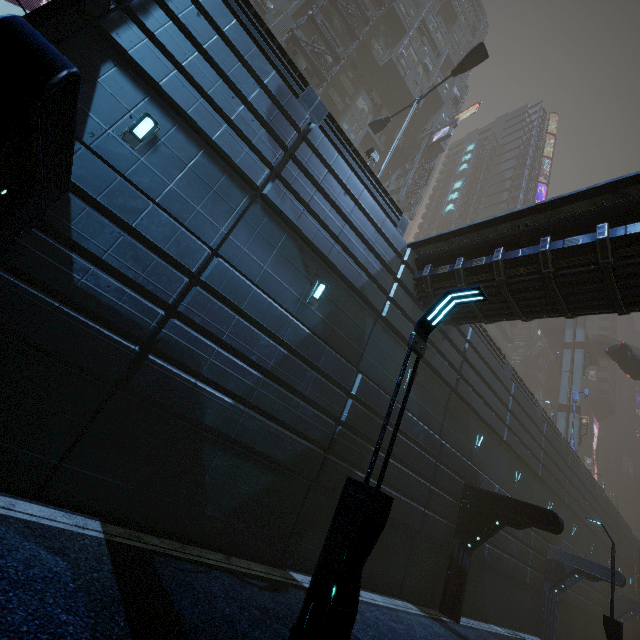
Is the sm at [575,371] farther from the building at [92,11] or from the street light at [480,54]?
the street light at [480,54]

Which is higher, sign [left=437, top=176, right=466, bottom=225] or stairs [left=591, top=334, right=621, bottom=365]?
sign [left=437, top=176, right=466, bottom=225]

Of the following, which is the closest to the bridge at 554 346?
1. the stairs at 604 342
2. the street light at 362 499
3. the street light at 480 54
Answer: the stairs at 604 342

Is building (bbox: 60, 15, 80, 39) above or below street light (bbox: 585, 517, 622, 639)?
above

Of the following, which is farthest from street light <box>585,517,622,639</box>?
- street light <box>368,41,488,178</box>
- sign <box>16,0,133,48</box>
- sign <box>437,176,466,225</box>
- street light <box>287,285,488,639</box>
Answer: sign <box>437,176,466,225</box>

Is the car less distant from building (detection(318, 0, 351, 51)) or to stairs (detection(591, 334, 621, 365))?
building (detection(318, 0, 351, 51))

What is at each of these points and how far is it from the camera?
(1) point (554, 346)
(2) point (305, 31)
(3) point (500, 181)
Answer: (1) bridge, 56.2 meters
(2) building, 32.3 meters
(3) building, 56.7 meters

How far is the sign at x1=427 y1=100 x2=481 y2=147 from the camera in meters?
35.5 m
